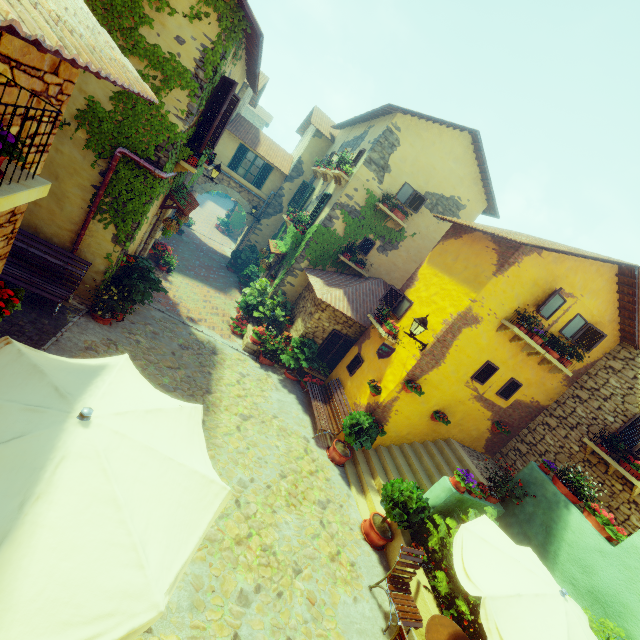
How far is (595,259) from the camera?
7.6 meters

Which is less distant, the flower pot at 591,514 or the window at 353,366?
the flower pot at 591,514

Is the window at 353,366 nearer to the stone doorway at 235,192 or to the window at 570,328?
the window at 570,328

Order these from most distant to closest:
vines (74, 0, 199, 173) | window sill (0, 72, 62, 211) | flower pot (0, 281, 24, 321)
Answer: vines (74, 0, 199, 173) < flower pot (0, 281, 24, 321) < window sill (0, 72, 62, 211)

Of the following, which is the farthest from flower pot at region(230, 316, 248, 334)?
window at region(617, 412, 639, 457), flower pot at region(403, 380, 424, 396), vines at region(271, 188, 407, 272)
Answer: window at region(617, 412, 639, 457)

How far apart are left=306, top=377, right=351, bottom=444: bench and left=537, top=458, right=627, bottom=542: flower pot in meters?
4.8 m

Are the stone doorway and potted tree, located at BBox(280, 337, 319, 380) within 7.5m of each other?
no

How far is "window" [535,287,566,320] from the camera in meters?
7.9 m
